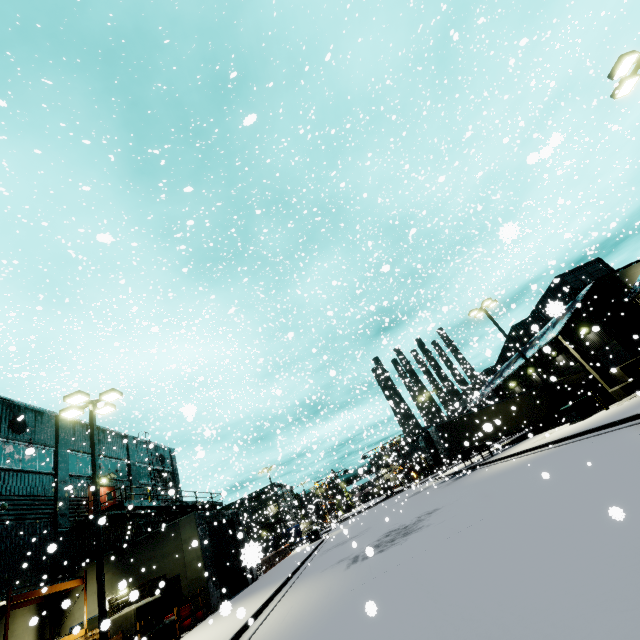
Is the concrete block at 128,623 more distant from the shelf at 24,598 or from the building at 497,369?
the shelf at 24,598

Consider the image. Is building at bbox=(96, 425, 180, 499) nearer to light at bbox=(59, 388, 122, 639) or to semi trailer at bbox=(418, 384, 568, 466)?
semi trailer at bbox=(418, 384, 568, 466)

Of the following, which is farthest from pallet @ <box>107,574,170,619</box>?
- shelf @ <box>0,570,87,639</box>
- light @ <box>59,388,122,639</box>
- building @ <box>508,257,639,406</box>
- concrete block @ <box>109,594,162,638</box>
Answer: light @ <box>59,388,122,639</box>

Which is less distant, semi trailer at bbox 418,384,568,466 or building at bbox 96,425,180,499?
building at bbox 96,425,180,499

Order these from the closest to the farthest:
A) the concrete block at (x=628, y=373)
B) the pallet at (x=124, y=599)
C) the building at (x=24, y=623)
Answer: the pallet at (x=124, y=599), the building at (x=24, y=623), the concrete block at (x=628, y=373)

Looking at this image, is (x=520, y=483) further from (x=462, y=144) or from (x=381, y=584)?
(x=462, y=144)

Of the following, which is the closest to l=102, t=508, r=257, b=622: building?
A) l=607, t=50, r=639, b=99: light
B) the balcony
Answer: the balcony

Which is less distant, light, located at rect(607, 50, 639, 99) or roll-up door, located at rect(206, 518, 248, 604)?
light, located at rect(607, 50, 639, 99)
